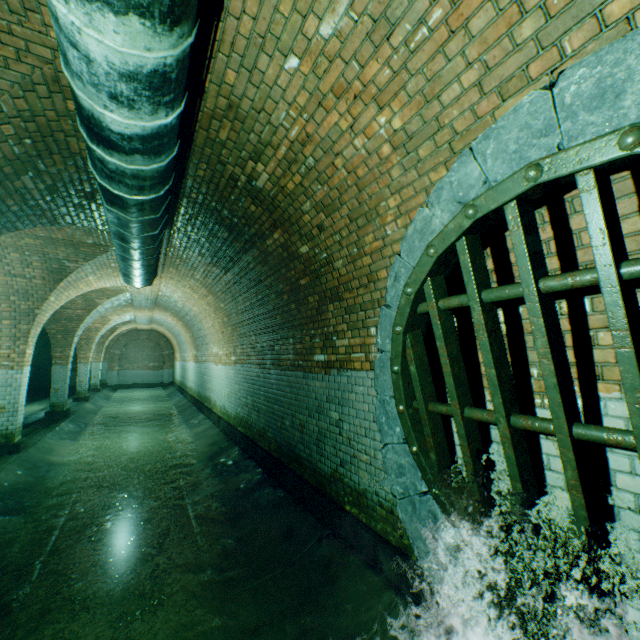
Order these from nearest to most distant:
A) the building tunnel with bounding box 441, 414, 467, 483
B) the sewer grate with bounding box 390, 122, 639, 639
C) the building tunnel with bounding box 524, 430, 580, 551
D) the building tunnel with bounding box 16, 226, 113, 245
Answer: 1. the sewer grate with bounding box 390, 122, 639, 639
2. the building tunnel with bounding box 524, 430, 580, 551
3. the building tunnel with bounding box 441, 414, 467, 483
4. the building tunnel with bounding box 16, 226, 113, 245

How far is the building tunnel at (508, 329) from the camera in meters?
2.0 m

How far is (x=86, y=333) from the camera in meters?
15.7

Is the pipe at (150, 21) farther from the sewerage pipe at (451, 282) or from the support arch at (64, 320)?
the sewerage pipe at (451, 282)

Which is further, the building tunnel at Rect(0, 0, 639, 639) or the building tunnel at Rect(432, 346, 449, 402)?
the building tunnel at Rect(432, 346, 449, 402)

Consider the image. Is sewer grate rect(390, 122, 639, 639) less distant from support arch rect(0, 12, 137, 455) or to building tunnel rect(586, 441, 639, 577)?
building tunnel rect(586, 441, 639, 577)

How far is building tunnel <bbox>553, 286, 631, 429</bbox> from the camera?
1.7m
